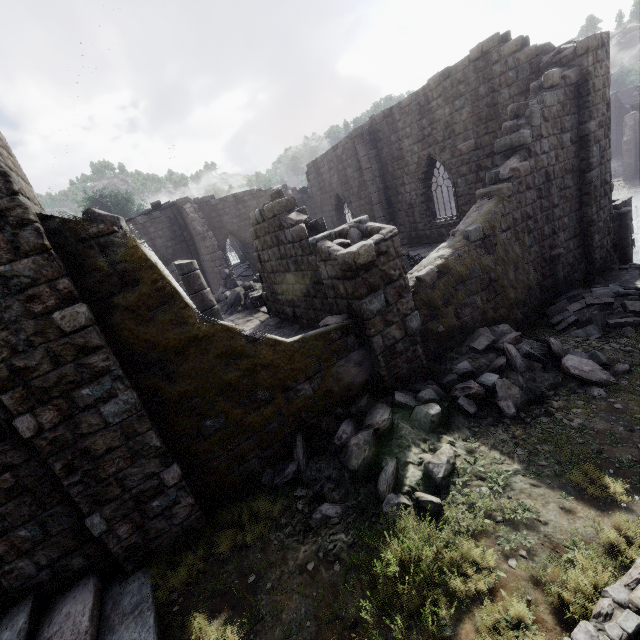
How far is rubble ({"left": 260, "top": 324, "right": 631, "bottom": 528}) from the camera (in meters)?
5.22

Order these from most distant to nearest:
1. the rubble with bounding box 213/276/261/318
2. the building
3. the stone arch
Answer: the rubble with bounding box 213/276/261/318 < the stone arch < the building

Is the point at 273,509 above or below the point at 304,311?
below

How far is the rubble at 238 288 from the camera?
16.41m

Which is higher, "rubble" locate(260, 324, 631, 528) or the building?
the building

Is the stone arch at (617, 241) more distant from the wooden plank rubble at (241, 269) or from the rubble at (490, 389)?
the wooden plank rubble at (241, 269)

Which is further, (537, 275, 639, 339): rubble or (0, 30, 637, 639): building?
(537, 275, 639, 339): rubble

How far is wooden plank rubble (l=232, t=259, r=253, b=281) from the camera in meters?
27.8 m
